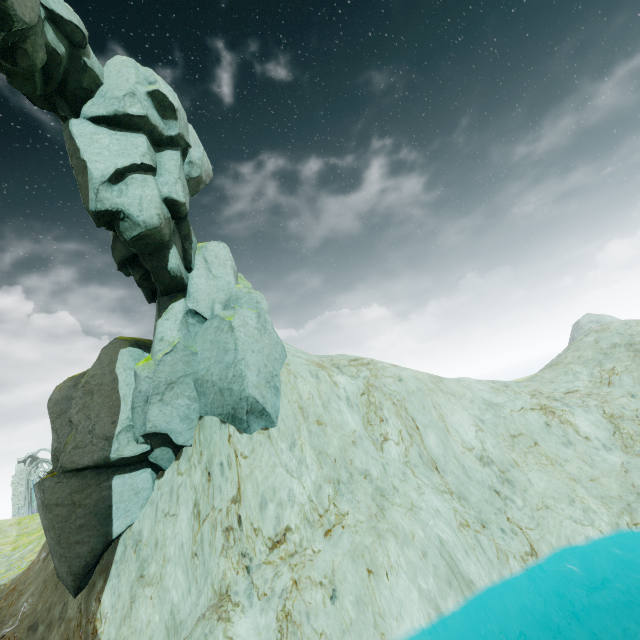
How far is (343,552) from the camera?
11.95m

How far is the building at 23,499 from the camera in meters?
49.4 m

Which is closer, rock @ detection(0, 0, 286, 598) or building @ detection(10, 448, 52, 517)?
rock @ detection(0, 0, 286, 598)

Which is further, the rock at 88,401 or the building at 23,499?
the building at 23,499

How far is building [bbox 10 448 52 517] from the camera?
49.44m
